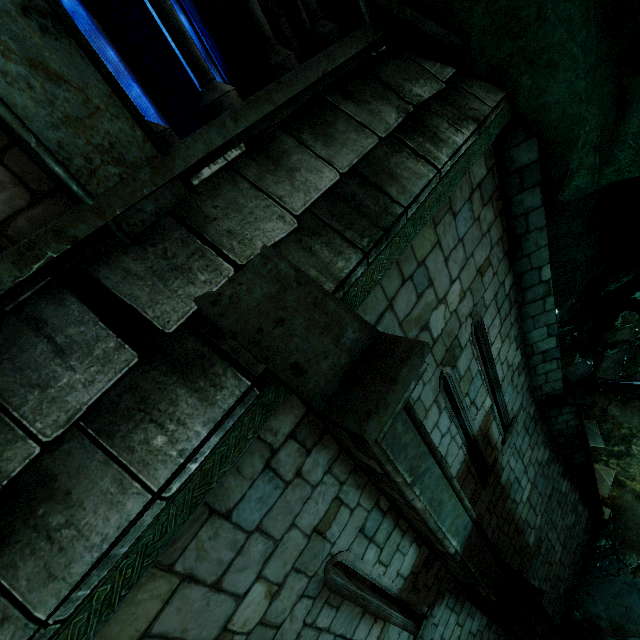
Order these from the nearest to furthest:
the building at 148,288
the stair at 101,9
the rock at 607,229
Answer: the building at 148,288 → the rock at 607,229 → the stair at 101,9

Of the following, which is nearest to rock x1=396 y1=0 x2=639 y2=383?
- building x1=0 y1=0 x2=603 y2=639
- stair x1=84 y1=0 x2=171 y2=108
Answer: building x1=0 y1=0 x2=603 y2=639

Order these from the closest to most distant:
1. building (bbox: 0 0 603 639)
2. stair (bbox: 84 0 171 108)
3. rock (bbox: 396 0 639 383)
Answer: building (bbox: 0 0 603 639), rock (bbox: 396 0 639 383), stair (bbox: 84 0 171 108)

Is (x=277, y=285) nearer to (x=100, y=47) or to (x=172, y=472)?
(x=172, y=472)

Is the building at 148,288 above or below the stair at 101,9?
below

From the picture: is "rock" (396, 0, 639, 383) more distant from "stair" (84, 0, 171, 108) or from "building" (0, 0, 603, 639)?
"stair" (84, 0, 171, 108)
